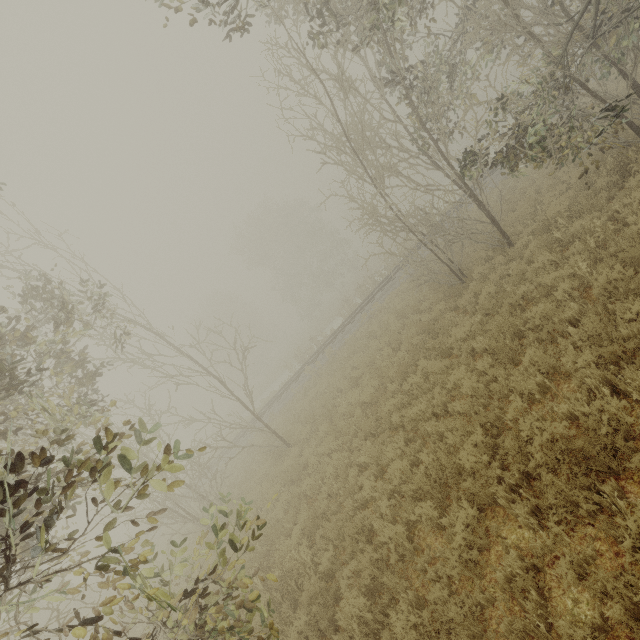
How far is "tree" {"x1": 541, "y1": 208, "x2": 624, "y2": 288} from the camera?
6.6m

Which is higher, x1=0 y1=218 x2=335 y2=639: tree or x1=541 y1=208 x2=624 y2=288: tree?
x1=0 y1=218 x2=335 y2=639: tree

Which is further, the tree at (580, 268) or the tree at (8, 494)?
the tree at (580, 268)

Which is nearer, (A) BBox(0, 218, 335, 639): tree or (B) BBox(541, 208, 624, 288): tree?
(A) BBox(0, 218, 335, 639): tree

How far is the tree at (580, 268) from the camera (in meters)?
6.58

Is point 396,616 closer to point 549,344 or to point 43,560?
point 549,344
